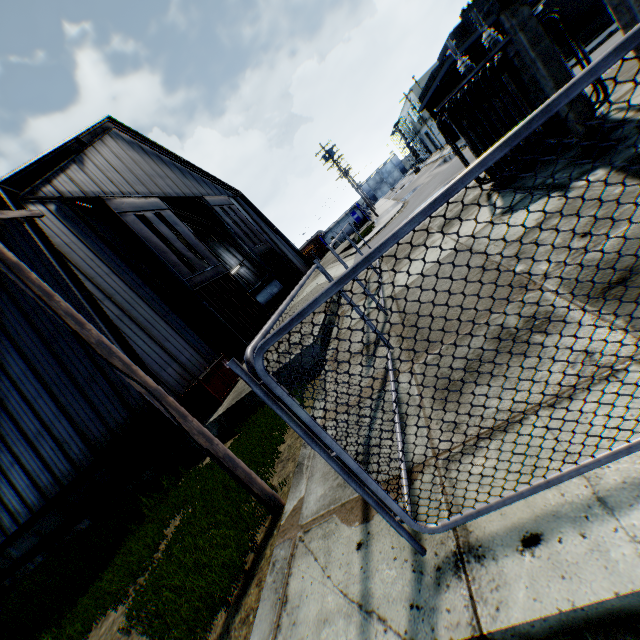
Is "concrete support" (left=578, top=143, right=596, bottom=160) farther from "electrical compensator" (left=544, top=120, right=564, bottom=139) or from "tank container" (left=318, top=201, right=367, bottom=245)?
"tank container" (left=318, top=201, right=367, bottom=245)

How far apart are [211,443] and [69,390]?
11.1m

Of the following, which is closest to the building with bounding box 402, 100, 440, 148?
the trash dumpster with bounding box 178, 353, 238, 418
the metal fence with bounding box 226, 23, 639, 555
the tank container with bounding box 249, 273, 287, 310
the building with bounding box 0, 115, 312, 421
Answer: the metal fence with bounding box 226, 23, 639, 555

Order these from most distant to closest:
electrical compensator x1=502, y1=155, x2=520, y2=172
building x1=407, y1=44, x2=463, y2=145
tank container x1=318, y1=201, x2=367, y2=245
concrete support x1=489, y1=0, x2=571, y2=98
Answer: tank container x1=318, y1=201, x2=367, y2=245, building x1=407, y1=44, x2=463, y2=145, electrical compensator x1=502, y1=155, x2=520, y2=172, concrete support x1=489, y1=0, x2=571, y2=98

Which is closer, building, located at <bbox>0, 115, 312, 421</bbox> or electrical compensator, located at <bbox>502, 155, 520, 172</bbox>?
electrical compensator, located at <bbox>502, 155, 520, 172</bbox>

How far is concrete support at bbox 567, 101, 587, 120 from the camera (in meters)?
5.98

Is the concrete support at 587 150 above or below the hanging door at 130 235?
below

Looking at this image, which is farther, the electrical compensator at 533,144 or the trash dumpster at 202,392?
the trash dumpster at 202,392
